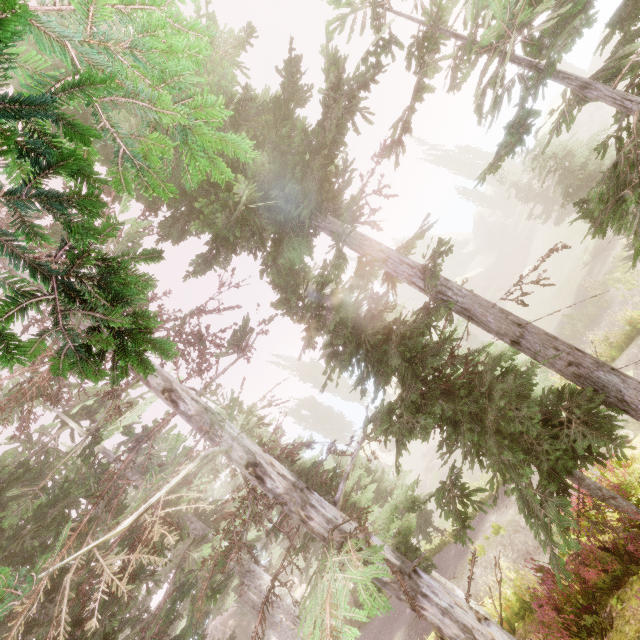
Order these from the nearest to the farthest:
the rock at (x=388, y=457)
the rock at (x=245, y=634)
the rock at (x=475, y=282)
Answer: the rock at (x=245, y=634), the rock at (x=475, y=282), the rock at (x=388, y=457)

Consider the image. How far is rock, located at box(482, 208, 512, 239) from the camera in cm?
5444

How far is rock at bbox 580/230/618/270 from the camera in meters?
27.1 m

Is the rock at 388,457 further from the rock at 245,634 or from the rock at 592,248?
the rock at 592,248

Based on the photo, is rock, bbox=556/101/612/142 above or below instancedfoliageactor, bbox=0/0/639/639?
below

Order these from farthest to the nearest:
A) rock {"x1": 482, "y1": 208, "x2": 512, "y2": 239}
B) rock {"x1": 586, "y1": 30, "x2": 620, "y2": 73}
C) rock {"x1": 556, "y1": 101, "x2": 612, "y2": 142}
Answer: rock {"x1": 482, "y1": 208, "x2": 512, "y2": 239}, rock {"x1": 556, "y1": 101, "x2": 612, "y2": 142}, rock {"x1": 586, "y1": 30, "x2": 620, "y2": 73}

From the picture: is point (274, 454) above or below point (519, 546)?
above
